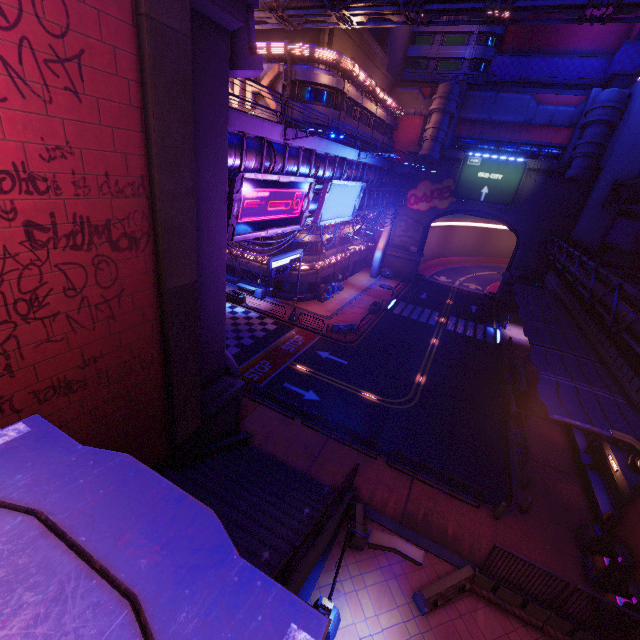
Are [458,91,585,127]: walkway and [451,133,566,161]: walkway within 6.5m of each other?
yes

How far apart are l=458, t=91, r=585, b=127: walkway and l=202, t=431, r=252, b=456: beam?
47.1 meters

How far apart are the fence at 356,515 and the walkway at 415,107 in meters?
48.7 m

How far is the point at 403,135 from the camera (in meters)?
46.53

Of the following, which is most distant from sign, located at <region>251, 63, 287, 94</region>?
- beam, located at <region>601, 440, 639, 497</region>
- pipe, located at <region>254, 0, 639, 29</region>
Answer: beam, located at <region>601, 440, 639, 497</region>

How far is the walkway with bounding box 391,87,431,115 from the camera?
43.6 meters

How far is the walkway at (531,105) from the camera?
38.0m

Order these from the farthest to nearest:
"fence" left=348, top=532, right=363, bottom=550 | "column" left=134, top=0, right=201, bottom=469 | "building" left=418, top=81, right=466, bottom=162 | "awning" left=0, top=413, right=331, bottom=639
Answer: "building" left=418, top=81, right=466, bottom=162, "fence" left=348, top=532, right=363, bottom=550, "column" left=134, top=0, right=201, bottom=469, "awning" left=0, top=413, right=331, bottom=639
